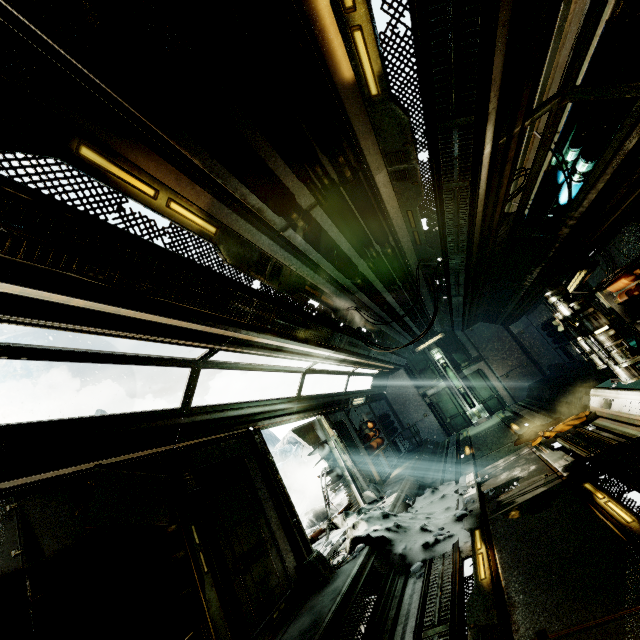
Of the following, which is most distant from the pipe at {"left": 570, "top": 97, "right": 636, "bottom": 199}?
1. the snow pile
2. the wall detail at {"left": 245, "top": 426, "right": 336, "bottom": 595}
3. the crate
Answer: the crate

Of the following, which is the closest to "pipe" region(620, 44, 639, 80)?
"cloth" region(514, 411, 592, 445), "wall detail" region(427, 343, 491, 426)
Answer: "cloth" region(514, 411, 592, 445)

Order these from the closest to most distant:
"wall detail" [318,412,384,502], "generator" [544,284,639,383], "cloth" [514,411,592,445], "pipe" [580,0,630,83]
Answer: "pipe" [580,0,630,83], "generator" [544,284,639,383], "cloth" [514,411,592,445], "wall detail" [318,412,384,502]

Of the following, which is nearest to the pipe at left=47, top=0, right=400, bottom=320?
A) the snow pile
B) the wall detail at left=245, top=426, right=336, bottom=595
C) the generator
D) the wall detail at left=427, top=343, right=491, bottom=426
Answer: the wall detail at left=427, top=343, right=491, bottom=426

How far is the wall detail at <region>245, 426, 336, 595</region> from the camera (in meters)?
5.05

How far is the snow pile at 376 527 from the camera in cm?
516

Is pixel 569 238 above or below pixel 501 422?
above

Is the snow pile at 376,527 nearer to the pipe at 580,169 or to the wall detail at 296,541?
the wall detail at 296,541
